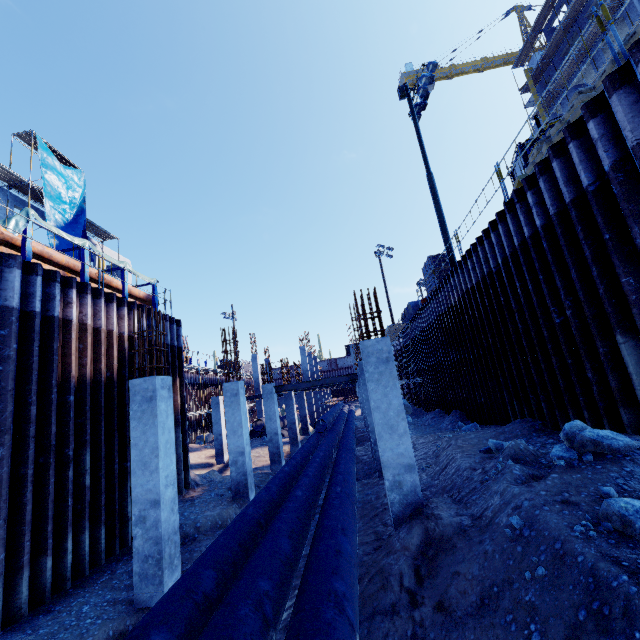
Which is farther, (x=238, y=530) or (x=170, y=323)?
(x=170, y=323)

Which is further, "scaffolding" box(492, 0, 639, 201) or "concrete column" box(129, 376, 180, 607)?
"concrete column" box(129, 376, 180, 607)

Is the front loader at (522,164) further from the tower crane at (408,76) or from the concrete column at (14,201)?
the tower crane at (408,76)

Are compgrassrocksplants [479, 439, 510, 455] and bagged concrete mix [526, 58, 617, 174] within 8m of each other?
yes

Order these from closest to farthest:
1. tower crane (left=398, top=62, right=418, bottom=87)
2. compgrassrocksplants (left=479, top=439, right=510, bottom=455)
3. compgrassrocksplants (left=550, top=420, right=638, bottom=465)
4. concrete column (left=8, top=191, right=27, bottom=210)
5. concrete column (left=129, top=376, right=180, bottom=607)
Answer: compgrassrocksplants (left=550, top=420, right=638, bottom=465)
concrete column (left=129, top=376, right=180, bottom=607)
compgrassrocksplants (left=479, top=439, right=510, bottom=455)
concrete column (left=8, top=191, right=27, bottom=210)
tower crane (left=398, top=62, right=418, bottom=87)

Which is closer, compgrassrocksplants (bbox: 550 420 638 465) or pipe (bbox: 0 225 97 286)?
compgrassrocksplants (bbox: 550 420 638 465)

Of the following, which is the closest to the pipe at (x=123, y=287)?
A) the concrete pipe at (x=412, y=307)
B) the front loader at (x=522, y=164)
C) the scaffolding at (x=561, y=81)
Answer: the front loader at (x=522, y=164)

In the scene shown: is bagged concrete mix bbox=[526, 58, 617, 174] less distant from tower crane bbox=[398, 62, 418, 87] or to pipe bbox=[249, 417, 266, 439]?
pipe bbox=[249, 417, 266, 439]
